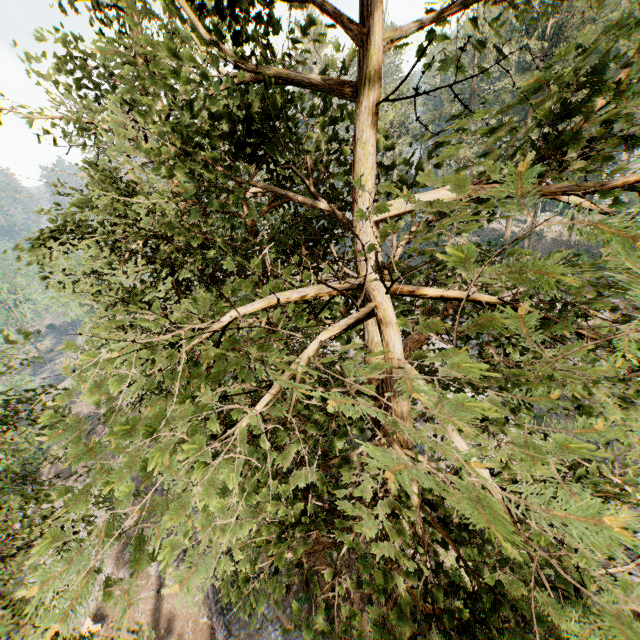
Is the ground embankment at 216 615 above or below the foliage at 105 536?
below

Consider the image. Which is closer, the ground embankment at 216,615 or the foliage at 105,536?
the foliage at 105,536

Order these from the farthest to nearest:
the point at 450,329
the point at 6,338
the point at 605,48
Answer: the point at 6,338 < the point at 450,329 < the point at 605,48

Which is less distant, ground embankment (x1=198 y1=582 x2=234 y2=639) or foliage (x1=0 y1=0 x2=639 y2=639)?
foliage (x1=0 y1=0 x2=639 y2=639)

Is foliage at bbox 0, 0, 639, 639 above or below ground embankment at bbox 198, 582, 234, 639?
above
